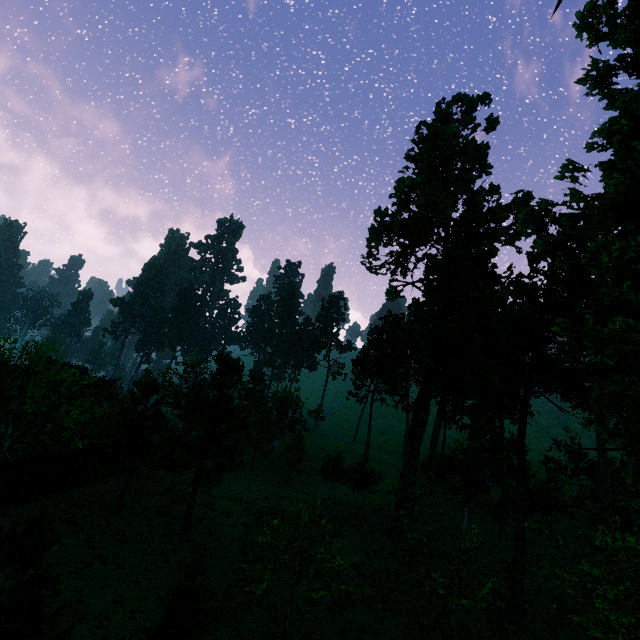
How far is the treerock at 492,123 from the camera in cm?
4188

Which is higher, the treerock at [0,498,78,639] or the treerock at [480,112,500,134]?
the treerock at [480,112,500,134]

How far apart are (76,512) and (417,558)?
24.1 meters

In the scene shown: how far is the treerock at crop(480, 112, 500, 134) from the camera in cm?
4188

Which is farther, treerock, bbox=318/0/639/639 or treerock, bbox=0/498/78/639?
treerock, bbox=318/0/639/639

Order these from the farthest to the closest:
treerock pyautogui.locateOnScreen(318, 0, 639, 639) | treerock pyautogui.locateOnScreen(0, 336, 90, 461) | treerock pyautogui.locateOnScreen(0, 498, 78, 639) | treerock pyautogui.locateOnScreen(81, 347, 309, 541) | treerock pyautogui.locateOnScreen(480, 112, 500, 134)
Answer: treerock pyautogui.locateOnScreen(480, 112, 500, 134) < treerock pyautogui.locateOnScreen(81, 347, 309, 541) < treerock pyautogui.locateOnScreen(0, 336, 90, 461) < treerock pyautogui.locateOnScreen(318, 0, 639, 639) < treerock pyautogui.locateOnScreen(0, 498, 78, 639)

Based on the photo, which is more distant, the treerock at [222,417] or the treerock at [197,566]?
the treerock at [222,417]

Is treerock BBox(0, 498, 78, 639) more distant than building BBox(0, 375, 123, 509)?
No
